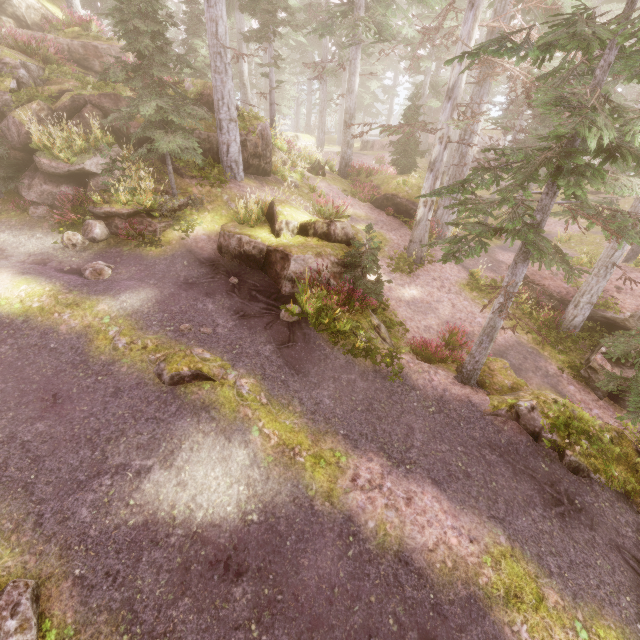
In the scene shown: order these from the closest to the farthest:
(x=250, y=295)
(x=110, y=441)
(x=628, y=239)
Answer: (x=110, y=441) < (x=250, y=295) < (x=628, y=239)

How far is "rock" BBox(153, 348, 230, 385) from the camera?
7.3m

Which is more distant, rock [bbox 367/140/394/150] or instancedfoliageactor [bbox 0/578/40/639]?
rock [bbox 367/140/394/150]

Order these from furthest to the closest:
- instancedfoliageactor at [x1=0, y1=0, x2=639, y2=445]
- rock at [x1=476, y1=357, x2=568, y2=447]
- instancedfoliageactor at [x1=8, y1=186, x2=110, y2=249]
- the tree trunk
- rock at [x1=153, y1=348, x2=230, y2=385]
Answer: the tree trunk < instancedfoliageactor at [x1=8, y1=186, x2=110, y2=249] < rock at [x1=476, y1=357, x2=568, y2=447] < rock at [x1=153, y1=348, x2=230, y2=385] < instancedfoliageactor at [x1=0, y1=0, x2=639, y2=445]

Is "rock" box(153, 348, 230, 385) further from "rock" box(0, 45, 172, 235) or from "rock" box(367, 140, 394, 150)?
"rock" box(367, 140, 394, 150)

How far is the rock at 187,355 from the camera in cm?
725

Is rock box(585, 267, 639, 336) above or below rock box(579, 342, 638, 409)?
above

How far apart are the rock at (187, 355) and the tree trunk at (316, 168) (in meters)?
15.00
